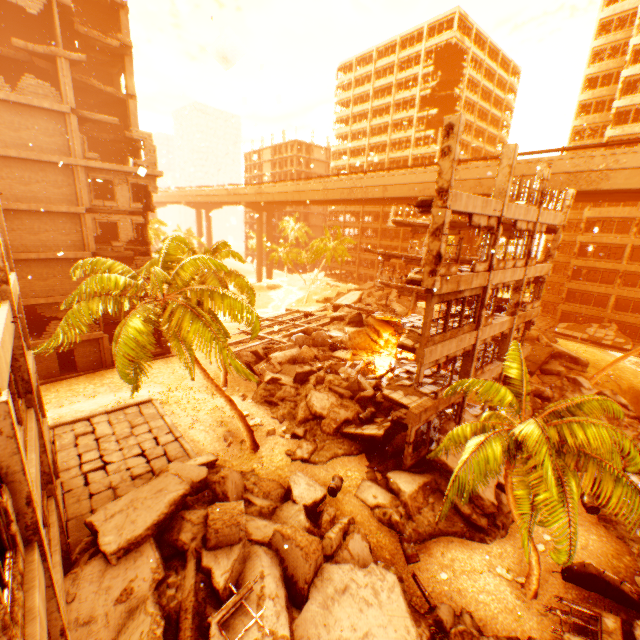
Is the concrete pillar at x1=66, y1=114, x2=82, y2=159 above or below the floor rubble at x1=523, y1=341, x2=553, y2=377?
above

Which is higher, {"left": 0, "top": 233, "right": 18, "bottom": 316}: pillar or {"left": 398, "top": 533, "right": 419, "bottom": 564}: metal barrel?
{"left": 0, "top": 233, "right": 18, "bottom": 316}: pillar

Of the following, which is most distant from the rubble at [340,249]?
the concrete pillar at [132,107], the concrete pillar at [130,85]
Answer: the concrete pillar at [130,85]

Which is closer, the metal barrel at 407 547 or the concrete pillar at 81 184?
the metal barrel at 407 547

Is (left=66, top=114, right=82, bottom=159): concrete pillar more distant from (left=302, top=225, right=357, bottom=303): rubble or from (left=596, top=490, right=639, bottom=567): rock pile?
(left=596, top=490, right=639, bottom=567): rock pile

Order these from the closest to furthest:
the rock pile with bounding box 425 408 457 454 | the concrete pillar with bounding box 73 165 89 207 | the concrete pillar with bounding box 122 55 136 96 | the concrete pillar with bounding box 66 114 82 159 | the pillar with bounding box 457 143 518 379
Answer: the pillar with bounding box 457 143 518 379, the rock pile with bounding box 425 408 457 454, the concrete pillar with bounding box 66 114 82 159, the concrete pillar with bounding box 73 165 89 207, the concrete pillar with bounding box 122 55 136 96

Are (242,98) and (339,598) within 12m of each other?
no

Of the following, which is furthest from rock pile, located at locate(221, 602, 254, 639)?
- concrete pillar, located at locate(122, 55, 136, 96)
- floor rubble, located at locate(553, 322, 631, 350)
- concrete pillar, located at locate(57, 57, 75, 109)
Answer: concrete pillar, located at locate(122, 55, 136, 96)
